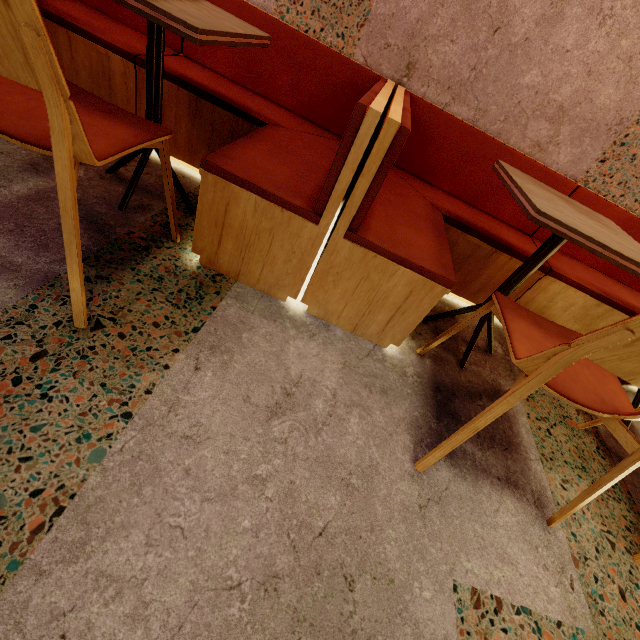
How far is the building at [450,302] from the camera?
1.88m

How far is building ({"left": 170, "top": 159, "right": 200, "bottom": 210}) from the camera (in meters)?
1.72

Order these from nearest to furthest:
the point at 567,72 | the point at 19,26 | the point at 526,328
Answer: the point at 19,26 < the point at 526,328 < the point at 567,72

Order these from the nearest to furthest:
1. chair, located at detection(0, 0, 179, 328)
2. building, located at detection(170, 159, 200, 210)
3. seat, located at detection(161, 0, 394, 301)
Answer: chair, located at detection(0, 0, 179, 328)
seat, located at detection(161, 0, 394, 301)
building, located at detection(170, 159, 200, 210)

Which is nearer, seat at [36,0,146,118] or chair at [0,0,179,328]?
chair at [0,0,179,328]

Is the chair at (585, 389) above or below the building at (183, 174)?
above

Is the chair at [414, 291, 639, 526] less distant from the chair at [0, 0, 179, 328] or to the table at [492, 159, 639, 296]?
the table at [492, 159, 639, 296]

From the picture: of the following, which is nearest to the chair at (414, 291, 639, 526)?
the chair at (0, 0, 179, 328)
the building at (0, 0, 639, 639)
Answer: the building at (0, 0, 639, 639)
